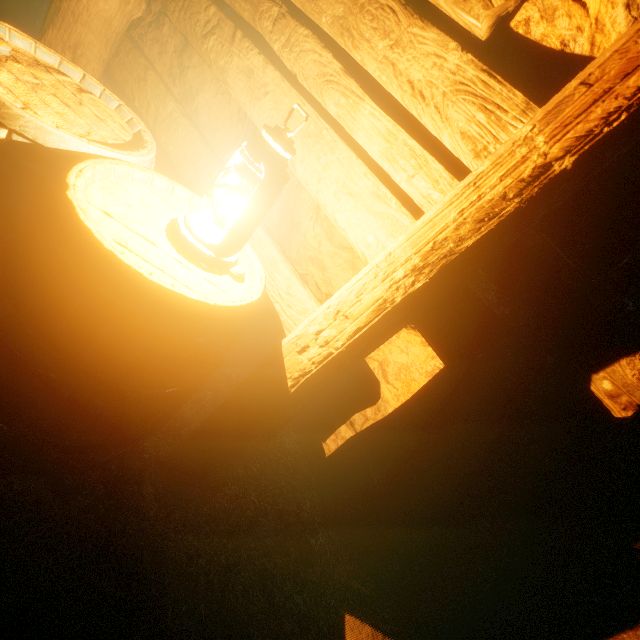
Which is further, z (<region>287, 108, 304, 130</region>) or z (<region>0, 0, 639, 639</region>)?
z (<region>287, 108, 304, 130</region>)

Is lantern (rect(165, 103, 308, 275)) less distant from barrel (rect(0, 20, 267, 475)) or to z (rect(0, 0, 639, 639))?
barrel (rect(0, 20, 267, 475))

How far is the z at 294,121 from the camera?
1.45m

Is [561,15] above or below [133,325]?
above

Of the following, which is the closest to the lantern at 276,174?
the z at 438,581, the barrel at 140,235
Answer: the barrel at 140,235

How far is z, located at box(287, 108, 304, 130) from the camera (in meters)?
1.45
